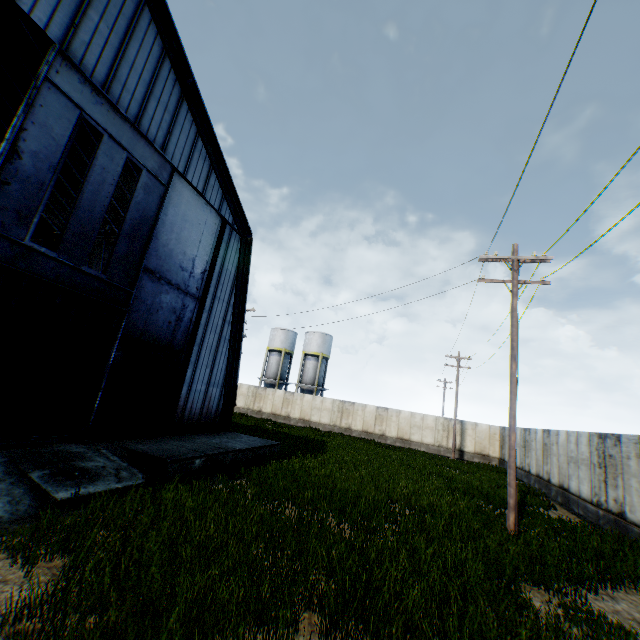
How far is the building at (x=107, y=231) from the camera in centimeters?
1777cm

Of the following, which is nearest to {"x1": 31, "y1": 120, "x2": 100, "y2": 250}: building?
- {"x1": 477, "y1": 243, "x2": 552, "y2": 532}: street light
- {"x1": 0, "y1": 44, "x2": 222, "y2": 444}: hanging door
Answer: {"x1": 0, "y1": 44, "x2": 222, "y2": 444}: hanging door

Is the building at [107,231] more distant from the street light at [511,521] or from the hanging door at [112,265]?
the street light at [511,521]

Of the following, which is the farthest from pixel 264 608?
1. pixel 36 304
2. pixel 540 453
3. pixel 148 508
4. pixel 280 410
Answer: pixel 280 410

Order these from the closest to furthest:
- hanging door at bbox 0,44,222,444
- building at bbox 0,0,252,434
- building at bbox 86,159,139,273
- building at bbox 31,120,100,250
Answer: hanging door at bbox 0,44,222,444, building at bbox 0,0,252,434, building at bbox 31,120,100,250, building at bbox 86,159,139,273

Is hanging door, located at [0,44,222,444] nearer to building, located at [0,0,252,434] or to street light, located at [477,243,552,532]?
building, located at [0,0,252,434]

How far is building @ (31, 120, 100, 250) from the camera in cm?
1688
